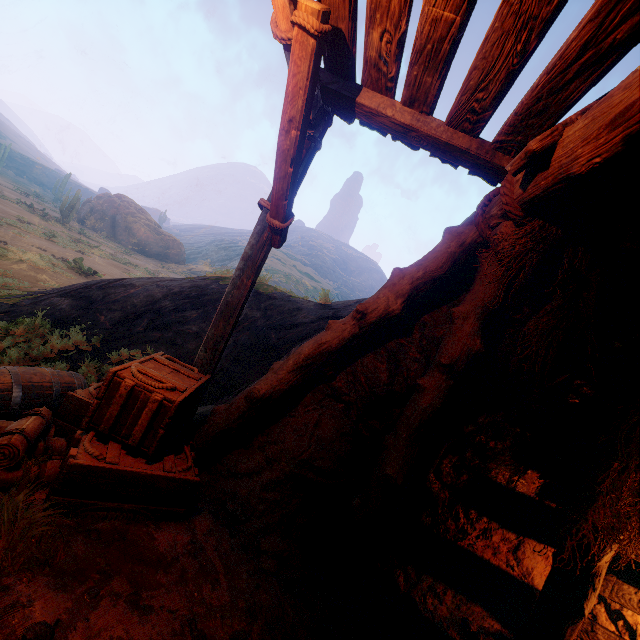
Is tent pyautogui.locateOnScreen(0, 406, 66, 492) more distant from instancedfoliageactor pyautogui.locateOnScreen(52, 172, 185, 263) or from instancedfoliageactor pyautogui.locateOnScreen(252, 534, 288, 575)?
instancedfoliageactor pyautogui.locateOnScreen(52, 172, 185, 263)

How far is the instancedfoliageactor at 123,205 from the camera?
32.3m

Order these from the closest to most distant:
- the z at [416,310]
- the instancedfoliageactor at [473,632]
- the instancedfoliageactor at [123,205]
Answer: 1. the z at [416,310]
2. the instancedfoliageactor at [473,632]
3. the instancedfoliageactor at [123,205]

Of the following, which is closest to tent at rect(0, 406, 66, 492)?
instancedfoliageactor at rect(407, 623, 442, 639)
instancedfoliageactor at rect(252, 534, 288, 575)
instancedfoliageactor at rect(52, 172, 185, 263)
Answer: instancedfoliageactor at rect(252, 534, 288, 575)

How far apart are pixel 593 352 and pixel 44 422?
5.63m

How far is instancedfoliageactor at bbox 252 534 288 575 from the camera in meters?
3.0

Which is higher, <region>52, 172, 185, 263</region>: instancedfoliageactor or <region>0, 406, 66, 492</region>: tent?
<region>52, 172, 185, 263</region>: instancedfoliageactor

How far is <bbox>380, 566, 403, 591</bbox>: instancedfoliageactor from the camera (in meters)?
3.70
